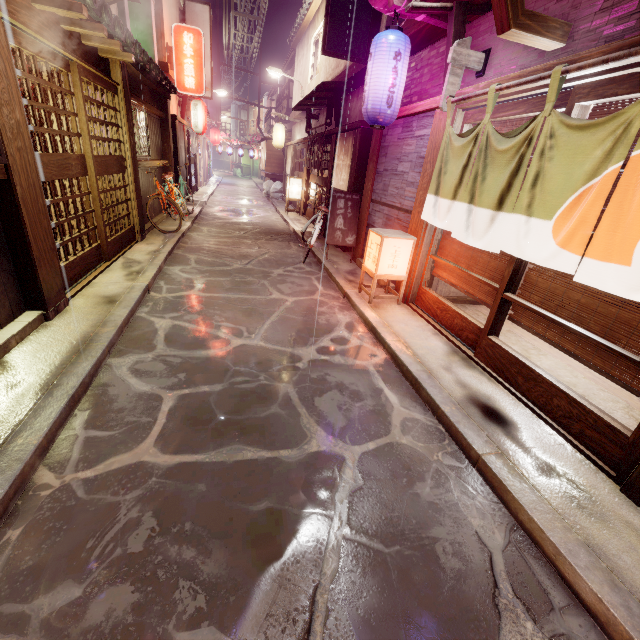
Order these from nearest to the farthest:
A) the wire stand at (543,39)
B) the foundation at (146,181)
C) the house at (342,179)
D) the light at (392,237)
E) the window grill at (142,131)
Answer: the wire stand at (543,39) → the light at (392,237) → the window grill at (142,131) → the foundation at (146,181) → the house at (342,179)

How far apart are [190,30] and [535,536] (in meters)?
26.64

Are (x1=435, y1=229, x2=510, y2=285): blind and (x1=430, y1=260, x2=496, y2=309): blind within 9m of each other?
yes

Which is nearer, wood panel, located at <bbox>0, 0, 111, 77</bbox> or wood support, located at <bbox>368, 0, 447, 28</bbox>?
wood panel, located at <bbox>0, 0, 111, 77</bbox>

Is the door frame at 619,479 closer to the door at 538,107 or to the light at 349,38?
the door at 538,107

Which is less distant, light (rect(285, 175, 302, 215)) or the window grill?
the window grill

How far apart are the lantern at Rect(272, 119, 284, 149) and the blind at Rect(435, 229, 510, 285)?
26.14m

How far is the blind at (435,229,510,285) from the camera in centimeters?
689cm
